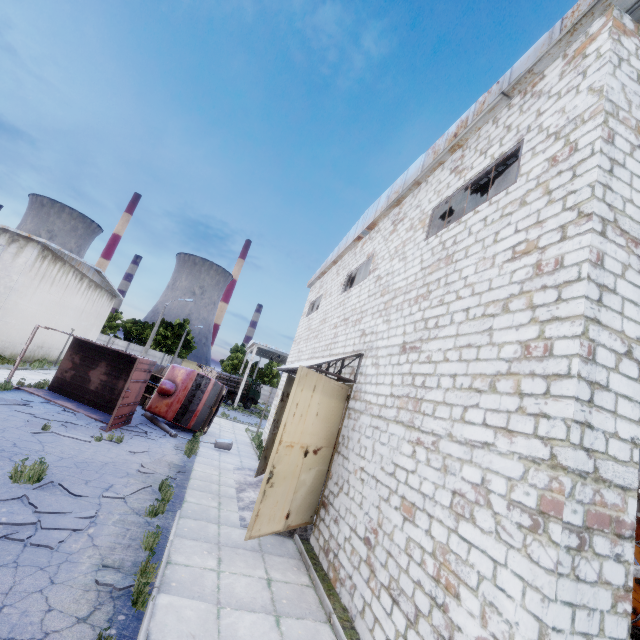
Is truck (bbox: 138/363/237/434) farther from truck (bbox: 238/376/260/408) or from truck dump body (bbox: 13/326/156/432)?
truck (bbox: 238/376/260/408)

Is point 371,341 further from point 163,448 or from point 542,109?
point 163,448

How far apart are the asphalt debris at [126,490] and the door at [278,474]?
3.3 meters

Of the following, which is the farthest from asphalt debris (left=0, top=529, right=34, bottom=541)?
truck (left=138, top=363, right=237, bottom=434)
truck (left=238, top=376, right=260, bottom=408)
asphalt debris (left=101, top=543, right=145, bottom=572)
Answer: truck (left=238, top=376, right=260, bottom=408)

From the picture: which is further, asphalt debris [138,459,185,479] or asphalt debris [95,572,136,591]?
asphalt debris [138,459,185,479]

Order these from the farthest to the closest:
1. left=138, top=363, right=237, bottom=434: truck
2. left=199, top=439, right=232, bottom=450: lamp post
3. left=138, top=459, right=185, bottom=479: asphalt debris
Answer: left=138, top=363, right=237, bottom=434: truck → left=199, top=439, right=232, bottom=450: lamp post → left=138, top=459, right=185, bottom=479: asphalt debris

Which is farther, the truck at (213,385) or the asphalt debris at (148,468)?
the truck at (213,385)

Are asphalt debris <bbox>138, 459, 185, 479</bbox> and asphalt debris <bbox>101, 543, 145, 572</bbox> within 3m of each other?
no
